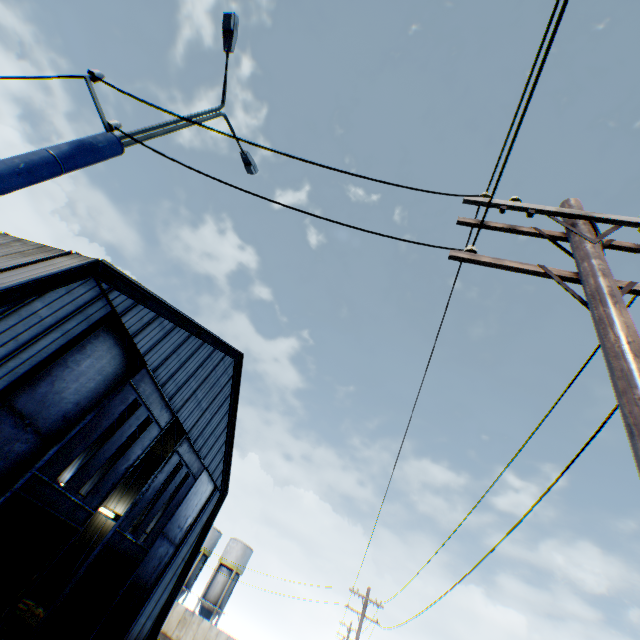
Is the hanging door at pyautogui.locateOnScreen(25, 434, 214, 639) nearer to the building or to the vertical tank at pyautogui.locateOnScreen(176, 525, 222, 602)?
the building

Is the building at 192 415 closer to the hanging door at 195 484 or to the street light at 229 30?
the hanging door at 195 484

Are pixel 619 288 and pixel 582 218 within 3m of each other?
yes

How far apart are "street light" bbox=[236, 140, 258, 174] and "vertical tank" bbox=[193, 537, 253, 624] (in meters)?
56.25

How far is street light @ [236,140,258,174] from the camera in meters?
5.4

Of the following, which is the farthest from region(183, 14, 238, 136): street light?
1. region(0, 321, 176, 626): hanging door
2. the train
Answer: the train

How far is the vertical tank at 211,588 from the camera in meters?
43.2 m

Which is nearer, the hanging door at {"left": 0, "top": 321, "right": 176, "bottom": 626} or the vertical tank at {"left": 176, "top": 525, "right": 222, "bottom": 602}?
the hanging door at {"left": 0, "top": 321, "right": 176, "bottom": 626}
